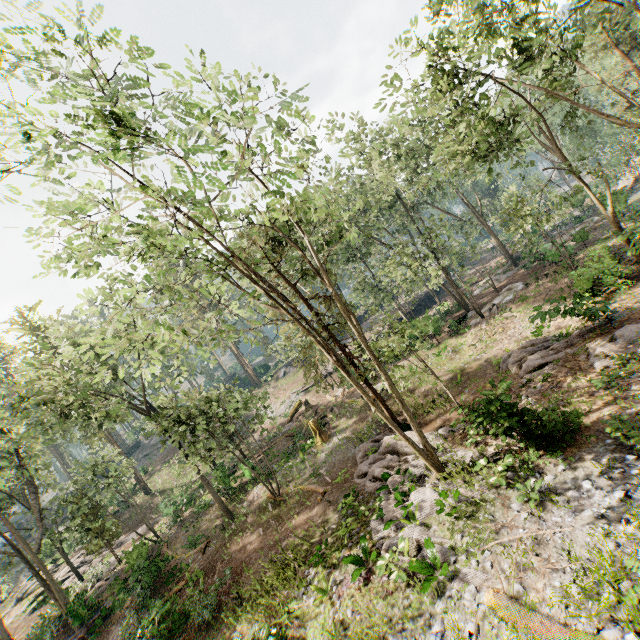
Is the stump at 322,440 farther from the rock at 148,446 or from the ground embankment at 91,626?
the rock at 148,446

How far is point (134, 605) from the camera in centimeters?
2066cm

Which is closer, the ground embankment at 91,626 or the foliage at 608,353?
the foliage at 608,353

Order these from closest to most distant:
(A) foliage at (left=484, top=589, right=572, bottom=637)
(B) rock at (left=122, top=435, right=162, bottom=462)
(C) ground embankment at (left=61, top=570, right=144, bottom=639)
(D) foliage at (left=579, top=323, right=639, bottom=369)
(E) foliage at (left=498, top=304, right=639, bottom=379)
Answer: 1. (A) foliage at (left=484, top=589, right=572, bottom=637)
2. (D) foliage at (left=579, top=323, right=639, bottom=369)
3. (E) foliage at (left=498, top=304, right=639, bottom=379)
4. (C) ground embankment at (left=61, top=570, right=144, bottom=639)
5. (B) rock at (left=122, top=435, right=162, bottom=462)

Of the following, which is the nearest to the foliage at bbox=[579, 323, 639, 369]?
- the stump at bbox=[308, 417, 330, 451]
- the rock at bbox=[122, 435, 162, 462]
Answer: the rock at bbox=[122, 435, 162, 462]

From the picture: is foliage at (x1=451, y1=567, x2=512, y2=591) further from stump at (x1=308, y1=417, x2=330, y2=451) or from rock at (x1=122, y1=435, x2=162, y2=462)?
stump at (x1=308, y1=417, x2=330, y2=451)

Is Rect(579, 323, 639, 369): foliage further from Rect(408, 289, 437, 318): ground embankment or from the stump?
the stump

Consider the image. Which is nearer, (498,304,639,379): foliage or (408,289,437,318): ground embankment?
(498,304,639,379): foliage
